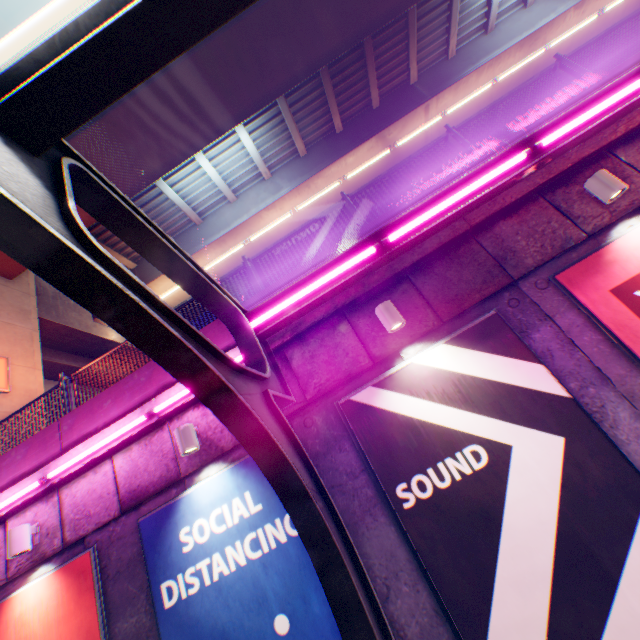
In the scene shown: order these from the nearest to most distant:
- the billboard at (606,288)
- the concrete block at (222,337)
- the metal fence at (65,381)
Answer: the billboard at (606,288) → the concrete block at (222,337) → the metal fence at (65,381)

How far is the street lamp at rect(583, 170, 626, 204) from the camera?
4.4 meters

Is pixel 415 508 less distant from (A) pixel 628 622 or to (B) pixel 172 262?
(A) pixel 628 622

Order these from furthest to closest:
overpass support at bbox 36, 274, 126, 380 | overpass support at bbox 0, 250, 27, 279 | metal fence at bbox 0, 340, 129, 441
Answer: overpass support at bbox 36, 274, 126, 380 → overpass support at bbox 0, 250, 27, 279 → metal fence at bbox 0, 340, 129, 441

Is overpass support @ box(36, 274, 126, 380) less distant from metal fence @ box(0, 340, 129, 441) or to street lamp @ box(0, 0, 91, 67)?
metal fence @ box(0, 340, 129, 441)

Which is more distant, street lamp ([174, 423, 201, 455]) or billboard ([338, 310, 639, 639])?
street lamp ([174, 423, 201, 455])

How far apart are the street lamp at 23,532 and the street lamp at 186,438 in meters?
3.1

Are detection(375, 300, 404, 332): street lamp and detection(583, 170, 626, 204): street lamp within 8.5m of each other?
yes
